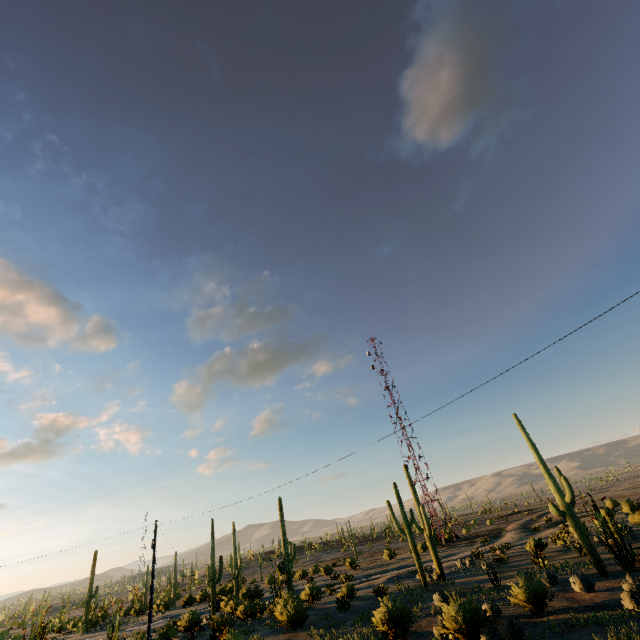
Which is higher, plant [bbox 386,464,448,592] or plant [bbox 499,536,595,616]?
plant [bbox 386,464,448,592]

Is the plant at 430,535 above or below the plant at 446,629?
above

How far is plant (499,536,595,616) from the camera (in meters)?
16.27

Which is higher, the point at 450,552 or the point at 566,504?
the point at 566,504

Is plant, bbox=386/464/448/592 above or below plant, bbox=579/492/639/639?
above

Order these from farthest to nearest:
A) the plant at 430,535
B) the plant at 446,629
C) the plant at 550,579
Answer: the plant at 430,535
the plant at 550,579
the plant at 446,629
